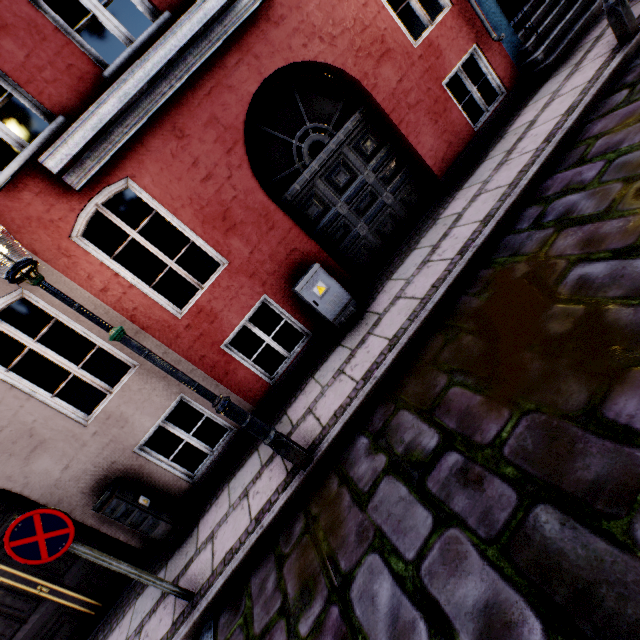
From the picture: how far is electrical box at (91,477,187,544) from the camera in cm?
438

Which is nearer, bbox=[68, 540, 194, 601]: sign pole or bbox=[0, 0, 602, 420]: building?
bbox=[68, 540, 194, 601]: sign pole

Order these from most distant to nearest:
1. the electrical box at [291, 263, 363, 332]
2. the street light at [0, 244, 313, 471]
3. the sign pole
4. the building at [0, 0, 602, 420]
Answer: the electrical box at [291, 263, 363, 332]
the building at [0, 0, 602, 420]
the sign pole
the street light at [0, 244, 313, 471]

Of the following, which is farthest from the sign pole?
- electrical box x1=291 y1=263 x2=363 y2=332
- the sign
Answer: electrical box x1=291 y1=263 x2=363 y2=332

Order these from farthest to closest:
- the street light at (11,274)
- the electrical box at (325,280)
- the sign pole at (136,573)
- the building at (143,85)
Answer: the electrical box at (325,280) < the building at (143,85) < the sign pole at (136,573) < the street light at (11,274)

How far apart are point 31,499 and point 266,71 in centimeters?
704cm

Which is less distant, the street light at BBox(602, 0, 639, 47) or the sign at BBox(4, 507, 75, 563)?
the sign at BBox(4, 507, 75, 563)

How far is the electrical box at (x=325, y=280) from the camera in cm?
491
